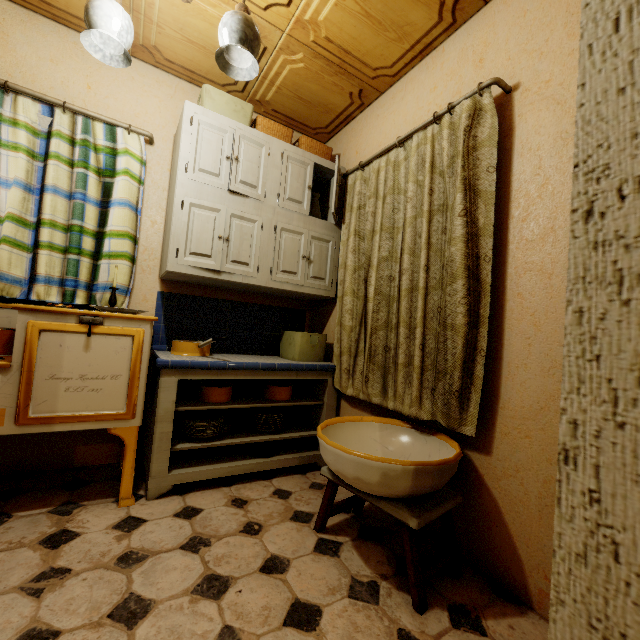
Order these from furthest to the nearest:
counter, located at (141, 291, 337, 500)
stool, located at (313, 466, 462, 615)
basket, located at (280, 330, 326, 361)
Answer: basket, located at (280, 330, 326, 361) < counter, located at (141, 291, 337, 500) < stool, located at (313, 466, 462, 615)

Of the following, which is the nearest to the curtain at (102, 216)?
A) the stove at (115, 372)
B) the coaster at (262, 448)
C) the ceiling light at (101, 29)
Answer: the stove at (115, 372)

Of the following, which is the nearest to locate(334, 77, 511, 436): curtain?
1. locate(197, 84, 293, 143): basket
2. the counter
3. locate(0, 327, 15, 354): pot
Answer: the counter

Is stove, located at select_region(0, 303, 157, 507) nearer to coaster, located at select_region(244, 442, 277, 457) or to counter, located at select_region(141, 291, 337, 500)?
counter, located at select_region(141, 291, 337, 500)

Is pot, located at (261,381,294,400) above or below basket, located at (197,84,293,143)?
below

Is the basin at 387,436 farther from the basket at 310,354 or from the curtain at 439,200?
the basket at 310,354

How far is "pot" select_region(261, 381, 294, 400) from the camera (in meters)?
2.39

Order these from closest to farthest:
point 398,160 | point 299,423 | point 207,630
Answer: point 207,630 → point 398,160 → point 299,423
